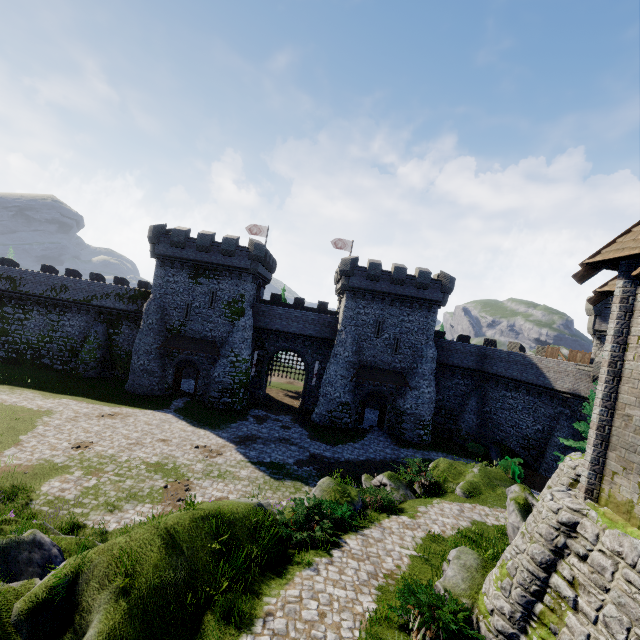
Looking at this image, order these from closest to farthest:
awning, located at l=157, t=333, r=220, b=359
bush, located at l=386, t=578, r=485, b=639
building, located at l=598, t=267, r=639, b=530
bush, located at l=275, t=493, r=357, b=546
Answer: building, located at l=598, t=267, r=639, b=530, bush, located at l=386, t=578, r=485, b=639, bush, located at l=275, t=493, r=357, b=546, awning, located at l=157, t=333, r=220, b=359

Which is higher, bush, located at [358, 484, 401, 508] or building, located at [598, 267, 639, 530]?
building, located at [598, 267, 639, 530]

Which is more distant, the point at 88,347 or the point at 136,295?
the point at 136,295

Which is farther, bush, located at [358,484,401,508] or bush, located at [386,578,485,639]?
bush, located at [358,484,401,508]

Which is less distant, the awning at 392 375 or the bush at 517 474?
the bush at 517 474

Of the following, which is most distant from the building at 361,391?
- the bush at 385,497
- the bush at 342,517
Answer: the bush at 342,517

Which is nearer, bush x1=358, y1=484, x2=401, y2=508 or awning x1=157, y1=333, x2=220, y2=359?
bush x1=358, y1=484, x2=401, y2=508

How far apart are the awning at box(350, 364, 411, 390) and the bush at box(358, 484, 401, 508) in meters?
15.4
